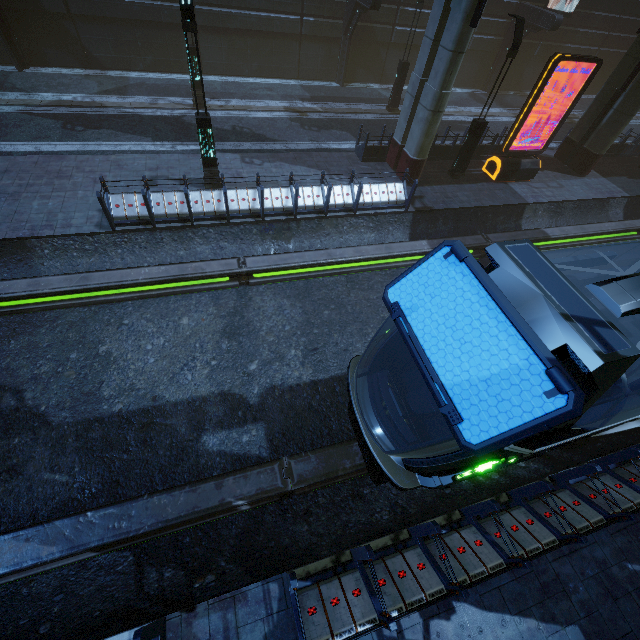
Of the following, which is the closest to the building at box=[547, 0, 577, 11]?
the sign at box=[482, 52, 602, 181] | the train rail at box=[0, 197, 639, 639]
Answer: the train rail at box=[0, 197, 639, 639]

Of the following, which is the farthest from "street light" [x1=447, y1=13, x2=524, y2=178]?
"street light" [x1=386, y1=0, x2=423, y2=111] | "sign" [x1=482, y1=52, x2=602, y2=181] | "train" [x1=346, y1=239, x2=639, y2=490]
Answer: "train" [x1=346, y1=239, x2=639, y2=490]

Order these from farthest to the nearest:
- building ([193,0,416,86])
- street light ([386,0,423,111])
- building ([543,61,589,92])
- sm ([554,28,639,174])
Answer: building ([543,61,589,92]), building ([193,0,416,86]), street light ([386,0,423,111]), sm ([554,28,639,174])

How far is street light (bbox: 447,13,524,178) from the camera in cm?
1147

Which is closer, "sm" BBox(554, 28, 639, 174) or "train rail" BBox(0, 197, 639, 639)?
"train rail" BBox(0, 197, 639, 639)

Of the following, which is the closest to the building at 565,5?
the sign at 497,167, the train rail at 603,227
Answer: the train rail at 603,227

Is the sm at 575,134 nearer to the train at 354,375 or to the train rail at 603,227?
the train rail at 603,227

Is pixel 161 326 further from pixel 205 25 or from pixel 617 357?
pixel 205 25
